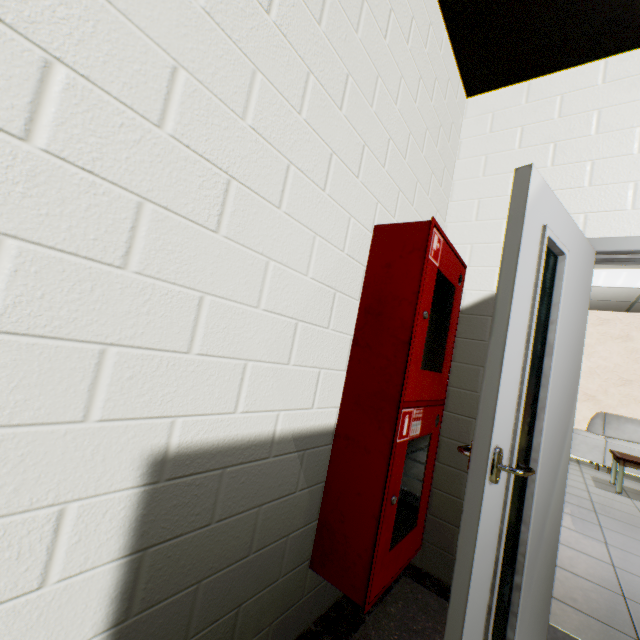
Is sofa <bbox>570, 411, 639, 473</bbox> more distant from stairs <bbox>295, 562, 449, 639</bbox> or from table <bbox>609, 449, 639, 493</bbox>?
stairs <bbox>295, 562, 449, 639</bbox>

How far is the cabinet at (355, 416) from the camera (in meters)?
1.31

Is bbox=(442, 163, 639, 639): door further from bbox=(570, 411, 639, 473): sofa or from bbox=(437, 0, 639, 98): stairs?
bbox=(570, 411, 639, 473): sofa

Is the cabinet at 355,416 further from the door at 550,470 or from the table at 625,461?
the table at 625,461

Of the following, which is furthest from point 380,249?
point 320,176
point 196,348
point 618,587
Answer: point 618,587

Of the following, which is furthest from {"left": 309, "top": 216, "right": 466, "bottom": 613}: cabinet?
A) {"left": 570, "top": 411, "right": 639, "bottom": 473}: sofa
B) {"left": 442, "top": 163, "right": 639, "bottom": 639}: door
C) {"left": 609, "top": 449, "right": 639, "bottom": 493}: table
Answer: {"left": 570, "top": 411, "right": 639, "bottom": 473}: sofa

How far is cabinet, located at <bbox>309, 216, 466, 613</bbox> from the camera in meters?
1.3

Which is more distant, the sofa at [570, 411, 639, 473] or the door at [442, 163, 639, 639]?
the sofa at [570, 411, 639, 473]
